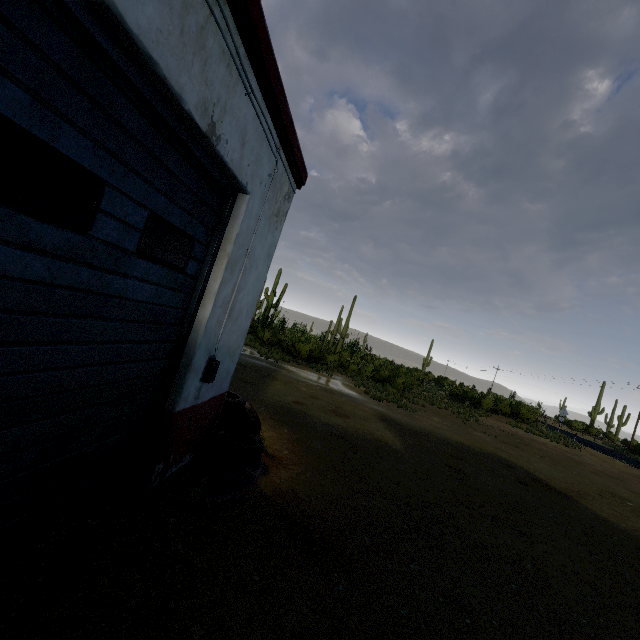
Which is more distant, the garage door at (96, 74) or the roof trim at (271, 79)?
the roof trim at (271, 79)

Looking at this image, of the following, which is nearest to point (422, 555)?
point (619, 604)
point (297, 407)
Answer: point (619, 604)

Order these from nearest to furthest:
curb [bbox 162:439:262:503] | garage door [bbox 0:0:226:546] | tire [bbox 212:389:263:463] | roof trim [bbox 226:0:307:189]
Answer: garage door [bbox 0:0:226:546] < roof trim [bbox 226:0:307:189] < curb [bbox 162:439:262:503] < tire [bbox 212:389:263:463]

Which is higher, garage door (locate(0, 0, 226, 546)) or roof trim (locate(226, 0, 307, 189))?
roof trim (locate(226, 0, 307, 189))

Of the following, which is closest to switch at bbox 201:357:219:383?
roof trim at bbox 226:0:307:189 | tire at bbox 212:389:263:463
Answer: tire at bbox 212:389:263:463

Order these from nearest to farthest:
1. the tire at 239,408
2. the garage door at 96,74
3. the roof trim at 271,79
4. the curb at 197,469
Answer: the garage door at 96,74, the roof trim at 271,79, the curb at 197,469, the tire at 239,408

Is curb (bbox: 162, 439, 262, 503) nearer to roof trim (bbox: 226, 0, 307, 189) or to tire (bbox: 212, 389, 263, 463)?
tire (bbox: 212, 389, 263, 463)

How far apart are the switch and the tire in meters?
1.2
